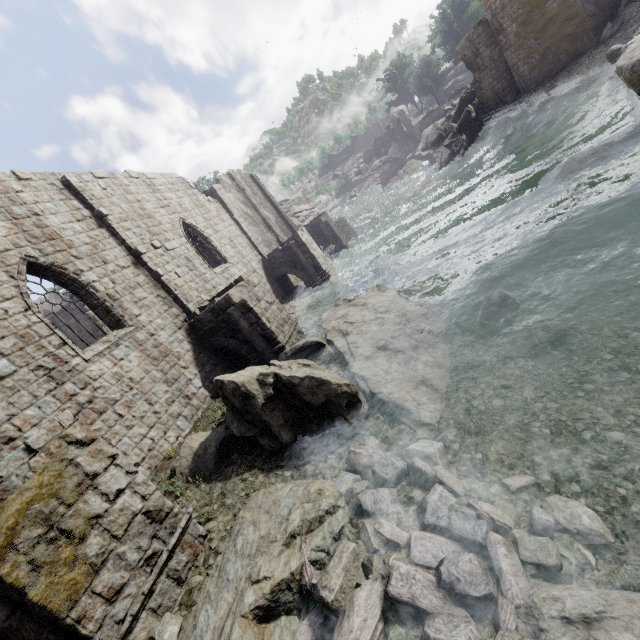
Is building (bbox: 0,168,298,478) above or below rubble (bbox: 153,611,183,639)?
above

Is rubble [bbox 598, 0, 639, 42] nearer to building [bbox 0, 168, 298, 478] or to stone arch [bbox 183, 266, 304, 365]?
building [bbox 0, 168, 298, 478]

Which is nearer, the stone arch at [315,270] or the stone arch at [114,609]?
the stone arch at [114,609]

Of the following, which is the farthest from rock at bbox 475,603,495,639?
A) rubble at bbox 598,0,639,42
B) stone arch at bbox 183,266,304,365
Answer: rubble at bbox 598,0,639,42

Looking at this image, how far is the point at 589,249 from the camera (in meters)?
9.59

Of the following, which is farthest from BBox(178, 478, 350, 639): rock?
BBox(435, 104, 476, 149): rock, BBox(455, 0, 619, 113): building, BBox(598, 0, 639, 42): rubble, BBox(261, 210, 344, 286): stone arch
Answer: BBox(435, 104, 476, 149): rock

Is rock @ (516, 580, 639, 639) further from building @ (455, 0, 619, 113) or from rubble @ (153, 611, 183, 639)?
building @ (455, 0, 619, 113)

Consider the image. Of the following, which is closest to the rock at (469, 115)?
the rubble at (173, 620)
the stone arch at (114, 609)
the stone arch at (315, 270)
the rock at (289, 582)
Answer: the stone arch at (315, 270)
